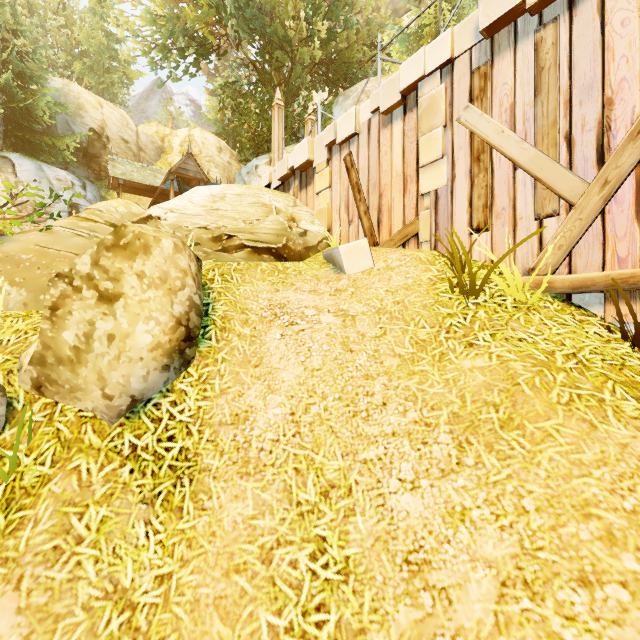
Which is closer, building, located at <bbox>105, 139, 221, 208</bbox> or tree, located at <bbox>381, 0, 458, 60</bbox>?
tree, located at <bbox>381, 0, 458, 60</bbox>

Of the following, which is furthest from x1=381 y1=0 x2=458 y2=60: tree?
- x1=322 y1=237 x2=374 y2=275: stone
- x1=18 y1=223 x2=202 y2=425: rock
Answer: x1=18 y1=223 x2=202 y2=425: rock

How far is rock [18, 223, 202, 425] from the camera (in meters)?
3.07

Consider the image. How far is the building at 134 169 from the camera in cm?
1767

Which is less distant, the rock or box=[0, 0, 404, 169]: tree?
the rock

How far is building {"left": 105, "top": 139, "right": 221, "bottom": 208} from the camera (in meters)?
17.67

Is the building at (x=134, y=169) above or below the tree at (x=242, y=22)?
below

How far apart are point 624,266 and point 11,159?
26.5m
